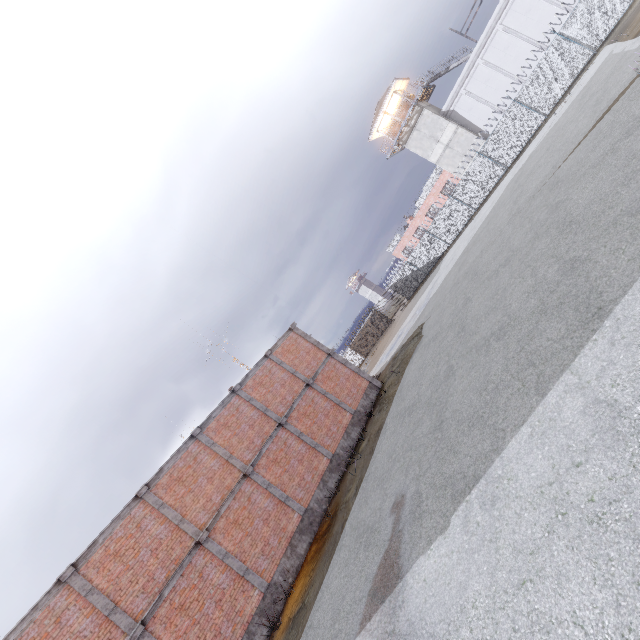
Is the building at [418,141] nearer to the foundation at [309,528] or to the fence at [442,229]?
the fence at [442,229]

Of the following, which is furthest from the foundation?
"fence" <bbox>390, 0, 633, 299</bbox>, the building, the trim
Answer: the building

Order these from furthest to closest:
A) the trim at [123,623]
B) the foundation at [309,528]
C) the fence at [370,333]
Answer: the fence at [370,333] < the foundation at [309,528] < the trim at [123,623]

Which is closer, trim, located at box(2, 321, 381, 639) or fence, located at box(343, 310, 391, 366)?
trim, located at box(2, 321, 381, 639)

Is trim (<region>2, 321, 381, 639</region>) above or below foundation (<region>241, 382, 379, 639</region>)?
above

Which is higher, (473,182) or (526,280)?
(473,182)

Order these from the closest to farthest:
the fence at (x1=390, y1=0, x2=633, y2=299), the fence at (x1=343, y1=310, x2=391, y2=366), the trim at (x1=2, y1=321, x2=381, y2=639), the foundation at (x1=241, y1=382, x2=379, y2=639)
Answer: the trim at (x1=2, y1=321, x2=381, y2=639), the foundation at (x1=241, y1=382, x2=379, y2=639), the fence at (x1=390, y1=0, x2=633, y2=299), the fence at (x1=343, y1=310, x2=391, y2=366)

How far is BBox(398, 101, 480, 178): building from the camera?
33.1 meters
